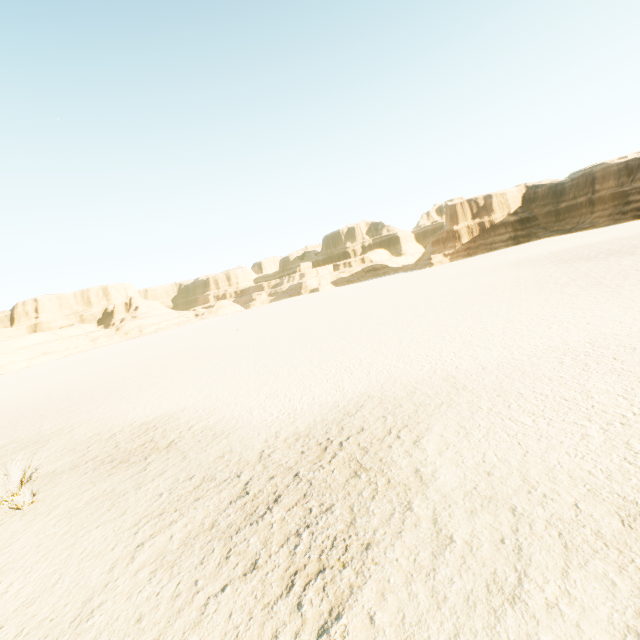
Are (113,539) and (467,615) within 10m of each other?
yes
